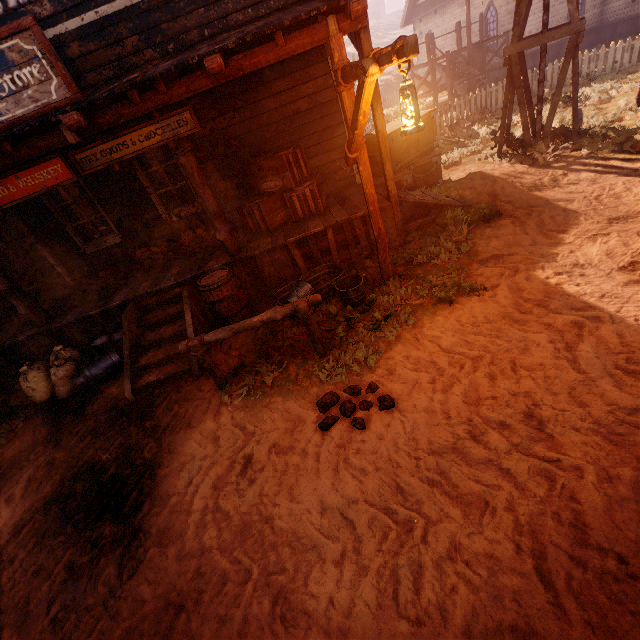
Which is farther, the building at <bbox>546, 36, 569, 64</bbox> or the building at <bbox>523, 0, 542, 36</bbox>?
the building at <bbox>546, 36, 569, 64</bbox>

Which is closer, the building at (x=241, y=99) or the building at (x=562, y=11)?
the building at (x=241, y=99)

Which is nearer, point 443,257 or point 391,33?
point 443,257

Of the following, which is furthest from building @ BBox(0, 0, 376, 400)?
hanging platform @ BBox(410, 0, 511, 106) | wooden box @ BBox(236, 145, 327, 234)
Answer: hanging platform @ BBox(410, 0, 511, 106)

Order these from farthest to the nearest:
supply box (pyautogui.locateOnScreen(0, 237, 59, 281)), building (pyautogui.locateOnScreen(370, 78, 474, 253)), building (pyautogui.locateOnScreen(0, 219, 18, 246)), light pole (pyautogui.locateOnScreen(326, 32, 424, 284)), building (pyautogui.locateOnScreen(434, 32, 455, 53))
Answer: building (pyautogui.locateOnScreen(434, 32, 455, 53)) → building (pyautogui.locateOnScreen(0, 219, 18, 246)) → supply box (pyautogui.locateOnScreen(0, 237, 59, 281)) → building (pyautogui.locateOnScreen(370, 78, 474, 253)) → light pole (pyautogui.locateOnScreen(326, 32, 424, 284))

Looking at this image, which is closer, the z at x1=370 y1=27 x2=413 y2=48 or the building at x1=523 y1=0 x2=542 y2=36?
the building at x1=523 y1=0 x2=542 y2=36

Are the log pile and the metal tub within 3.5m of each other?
yes

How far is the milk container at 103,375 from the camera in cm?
563
